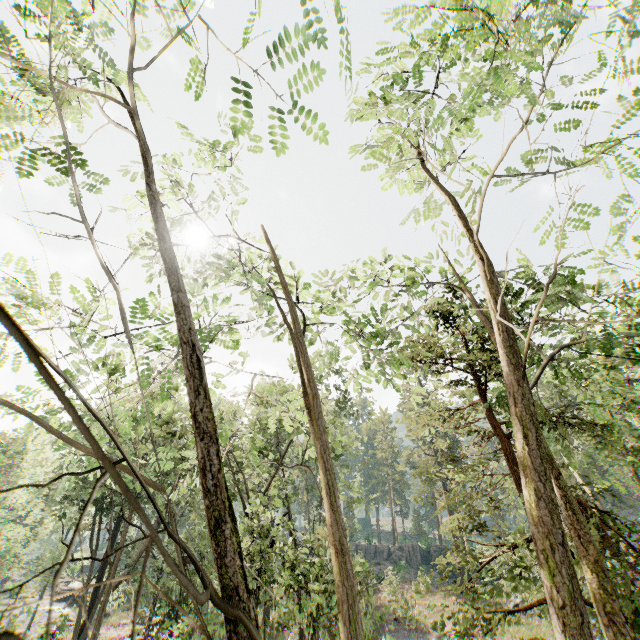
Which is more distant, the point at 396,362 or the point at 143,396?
the point at 396,362

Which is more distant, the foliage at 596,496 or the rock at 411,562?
the rock at 411,562

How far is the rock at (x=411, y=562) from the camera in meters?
45.2 m

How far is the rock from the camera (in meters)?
45.19

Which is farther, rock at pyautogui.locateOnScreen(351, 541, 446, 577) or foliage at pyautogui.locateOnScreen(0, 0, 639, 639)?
rock at pyautogui.locateOnScreen(351, 541, 446, 577)
